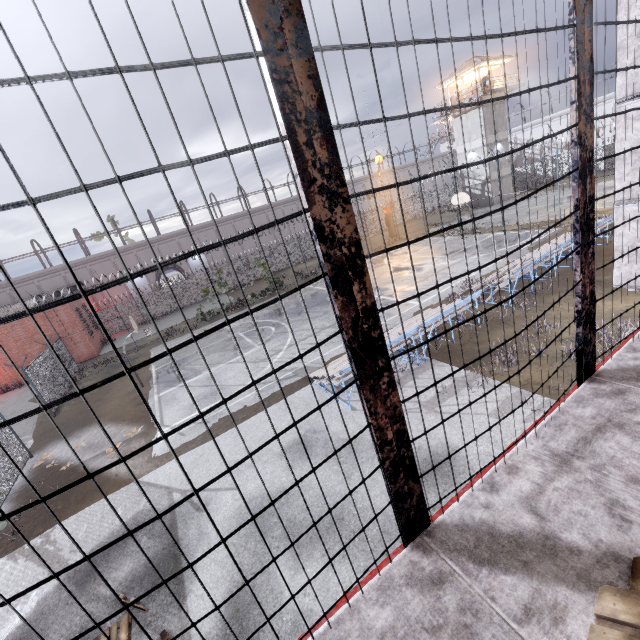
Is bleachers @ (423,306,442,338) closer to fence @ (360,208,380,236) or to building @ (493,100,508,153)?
fence @ (360,208,380,236)

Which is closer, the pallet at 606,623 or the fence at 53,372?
the pallet at 606,623

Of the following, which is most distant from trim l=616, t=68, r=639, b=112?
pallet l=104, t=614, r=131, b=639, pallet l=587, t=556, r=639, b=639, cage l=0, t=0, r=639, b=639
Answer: pallet l=104, t=614, r=131, b=639

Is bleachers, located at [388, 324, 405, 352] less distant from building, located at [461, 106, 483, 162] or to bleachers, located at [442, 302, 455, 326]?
A: bleachers, located at [442, 302, 455, 326]

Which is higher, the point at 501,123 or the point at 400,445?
the point at 501,123

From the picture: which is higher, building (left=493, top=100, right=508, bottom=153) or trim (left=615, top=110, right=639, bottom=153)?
building (left=493, top=100, right=508, bottom=153)

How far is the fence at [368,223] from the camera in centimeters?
3386cm

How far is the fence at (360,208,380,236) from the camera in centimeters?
3386cm
